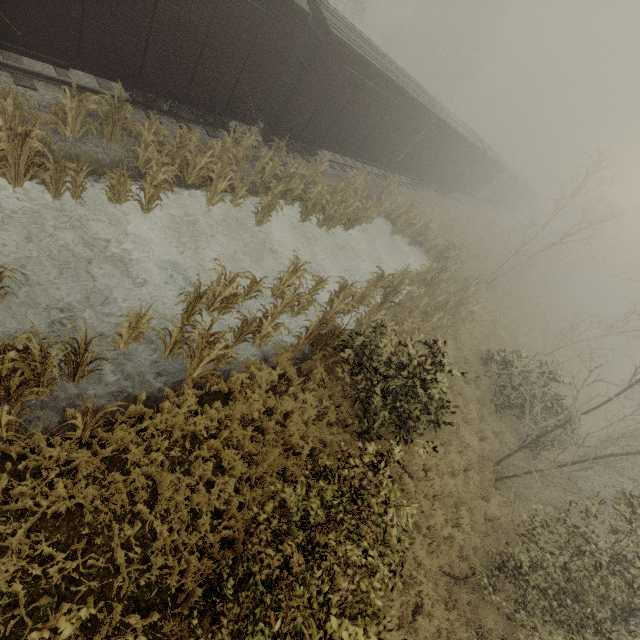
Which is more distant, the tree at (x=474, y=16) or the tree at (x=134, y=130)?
the tree at (x=474, y=16)

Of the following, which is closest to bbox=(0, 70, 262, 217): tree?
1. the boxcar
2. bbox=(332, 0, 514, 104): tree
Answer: the boxcar

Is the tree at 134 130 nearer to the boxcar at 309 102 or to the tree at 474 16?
the boxcar at 309 102

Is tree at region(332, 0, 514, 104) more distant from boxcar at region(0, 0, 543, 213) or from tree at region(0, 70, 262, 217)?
tree at region(0, 70, 262, 217)

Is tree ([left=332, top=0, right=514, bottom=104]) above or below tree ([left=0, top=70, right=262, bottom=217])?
above

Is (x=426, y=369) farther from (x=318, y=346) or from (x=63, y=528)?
(x=63, y=528)
